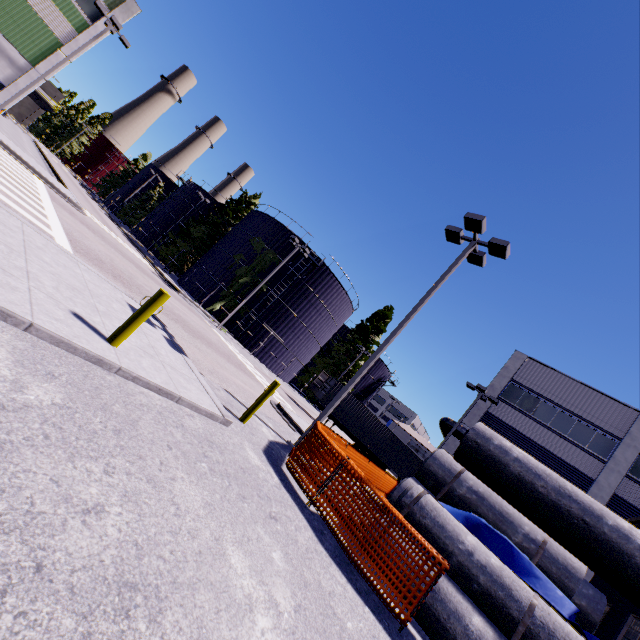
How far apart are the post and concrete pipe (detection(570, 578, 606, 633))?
17.91m

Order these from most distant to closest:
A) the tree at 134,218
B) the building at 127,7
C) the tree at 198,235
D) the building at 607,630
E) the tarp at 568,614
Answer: the tree at 134,218 < the tree at 198,235 < the building at 127,7 < the building at 607,630 < the tarp at 568,614

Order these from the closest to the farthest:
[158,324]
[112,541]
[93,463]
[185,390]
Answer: [112,541]
[93,463]
[185,390]
[158,324]

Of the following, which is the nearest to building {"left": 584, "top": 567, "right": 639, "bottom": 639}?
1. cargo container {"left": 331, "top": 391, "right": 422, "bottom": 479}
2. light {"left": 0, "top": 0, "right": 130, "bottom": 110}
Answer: cargo container {"left": 331, "top": 391, "right": 422, "bottom": 479}

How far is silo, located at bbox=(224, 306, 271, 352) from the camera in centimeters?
3203cm

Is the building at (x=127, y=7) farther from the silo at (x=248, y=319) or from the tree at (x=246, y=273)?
the silo at (x=248, y=319)

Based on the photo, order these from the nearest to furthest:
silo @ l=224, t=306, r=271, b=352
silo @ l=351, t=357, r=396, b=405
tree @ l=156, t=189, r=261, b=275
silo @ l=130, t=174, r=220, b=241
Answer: silo @ l=224, t=306, r=271, b=352
tree @ l=156, t=189, r=261, b=275
silo @ l=130, t=174, r=220, b=241
silo @ l=351, t=357, r=396, b=405

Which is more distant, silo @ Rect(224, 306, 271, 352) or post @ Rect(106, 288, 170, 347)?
silo @ Rect(224, 306, 271, 352)
